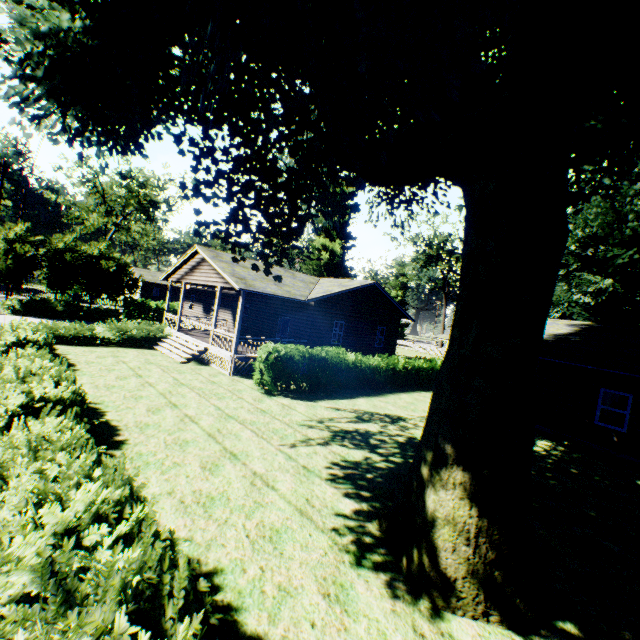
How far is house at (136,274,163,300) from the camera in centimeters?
5852cm

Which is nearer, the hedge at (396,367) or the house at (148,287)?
the hedge at (396,367)

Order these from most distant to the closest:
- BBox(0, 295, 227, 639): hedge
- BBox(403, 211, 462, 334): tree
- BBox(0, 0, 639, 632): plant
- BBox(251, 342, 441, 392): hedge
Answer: BBox(403, 211, 462, 334): tree
BBox(251, 342, 441, 392): hedge
BBox(0, 0, 639, 632): plant
BBox(0, 295, 227, 639): hedge

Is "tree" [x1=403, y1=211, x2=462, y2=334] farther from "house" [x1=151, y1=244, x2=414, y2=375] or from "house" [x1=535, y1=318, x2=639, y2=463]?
"house" [x1=151, y1=244, x2=414, y2=375]

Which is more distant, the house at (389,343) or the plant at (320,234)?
the house at (389,343)

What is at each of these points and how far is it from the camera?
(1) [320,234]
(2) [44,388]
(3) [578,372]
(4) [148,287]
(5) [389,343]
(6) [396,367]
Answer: (1) plant, 38.2m
(2) hedge, 7.5m
(3) house, 14.7m
(4) house, 59.2m
(5) house, 26.1m
(6) hedge, 20.6m

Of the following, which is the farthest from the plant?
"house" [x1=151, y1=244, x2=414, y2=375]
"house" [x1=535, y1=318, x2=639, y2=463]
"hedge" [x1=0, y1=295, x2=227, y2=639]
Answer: "house" [x1=535, y1=318, x2=639, y2=463]
